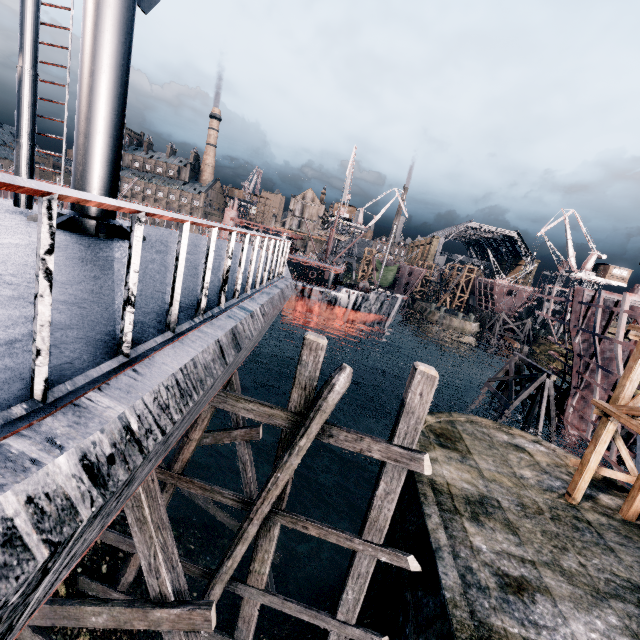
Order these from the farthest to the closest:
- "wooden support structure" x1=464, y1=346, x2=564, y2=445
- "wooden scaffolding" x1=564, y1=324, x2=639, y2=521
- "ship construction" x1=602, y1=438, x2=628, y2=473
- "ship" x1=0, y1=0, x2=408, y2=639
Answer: "wooden support structure" x1=464, y1=346, x2=564, y2=445 < "ship construction" x1=602, y1=438, x2=628, y2=473 < "wooden scaffolding" x1=564, y1=324, x2=639, y2=521 < "ship" x1=0, y1=0, x2=408, y2=639

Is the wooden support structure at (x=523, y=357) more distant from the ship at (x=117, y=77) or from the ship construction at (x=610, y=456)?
the ship at (x=117, y=77)

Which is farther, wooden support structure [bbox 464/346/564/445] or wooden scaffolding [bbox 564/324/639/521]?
wooden support structure [bbox 464/346/564/445]

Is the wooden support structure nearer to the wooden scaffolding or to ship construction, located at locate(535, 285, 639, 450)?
ship construction, located at locate(535, 285, 639, 450)

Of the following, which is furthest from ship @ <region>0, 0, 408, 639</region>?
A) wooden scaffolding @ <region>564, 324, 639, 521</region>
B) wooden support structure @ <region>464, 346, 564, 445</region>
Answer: wooden support structure @ <region>464, 346, 564, 445</region>

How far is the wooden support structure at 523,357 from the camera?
24.95m

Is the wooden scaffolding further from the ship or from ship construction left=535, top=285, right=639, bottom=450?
the ship

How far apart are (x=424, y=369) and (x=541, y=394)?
23.7m
